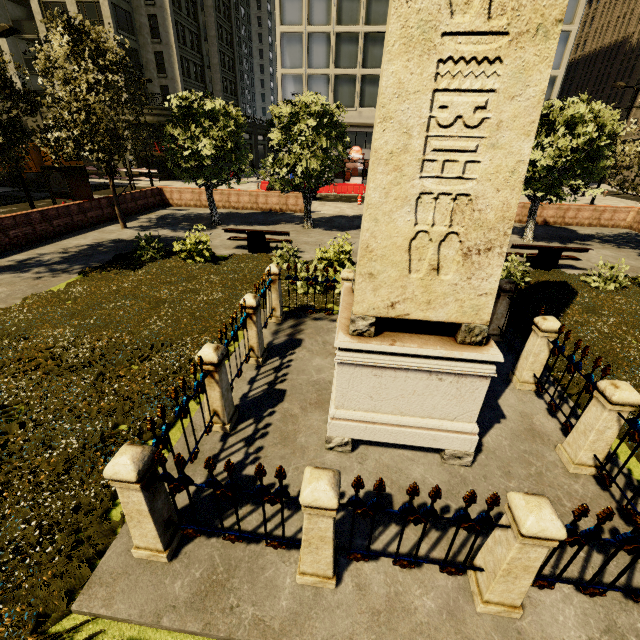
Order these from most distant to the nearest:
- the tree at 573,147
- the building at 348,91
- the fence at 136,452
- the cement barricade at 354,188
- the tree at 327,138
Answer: the cement barricade at 354,188
the building at 348,91
the tree at 327,138
the tree at 573,147
the fence at 136,452

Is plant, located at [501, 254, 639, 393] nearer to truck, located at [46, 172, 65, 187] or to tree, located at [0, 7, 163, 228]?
tree, located at [0, 7, 163, 228]

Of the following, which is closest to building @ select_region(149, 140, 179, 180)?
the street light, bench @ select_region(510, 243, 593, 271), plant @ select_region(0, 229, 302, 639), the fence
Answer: the street light

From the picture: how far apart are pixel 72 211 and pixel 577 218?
27.5 meters

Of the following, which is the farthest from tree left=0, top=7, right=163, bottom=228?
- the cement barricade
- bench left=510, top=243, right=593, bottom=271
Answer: the cement barricade

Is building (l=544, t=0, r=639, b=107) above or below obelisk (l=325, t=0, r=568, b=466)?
above

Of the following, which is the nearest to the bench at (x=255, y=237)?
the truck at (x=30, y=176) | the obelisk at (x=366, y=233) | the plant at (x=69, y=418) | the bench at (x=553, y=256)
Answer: the plant at (x=69, y=418)

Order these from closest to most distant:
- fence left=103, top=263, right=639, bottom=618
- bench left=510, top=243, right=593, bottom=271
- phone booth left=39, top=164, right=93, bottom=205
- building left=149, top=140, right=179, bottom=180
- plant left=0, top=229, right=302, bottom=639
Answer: fence left=103, top=263, right=639, bottom=618 → plant left=0, top=229, right=302, bottom=639 → bench left=510, top=243, right=593, bottom=271 → phone booth left=39, top=164, right=93, bottom=205 → building left=149, top=140, right=179, bottom=180
